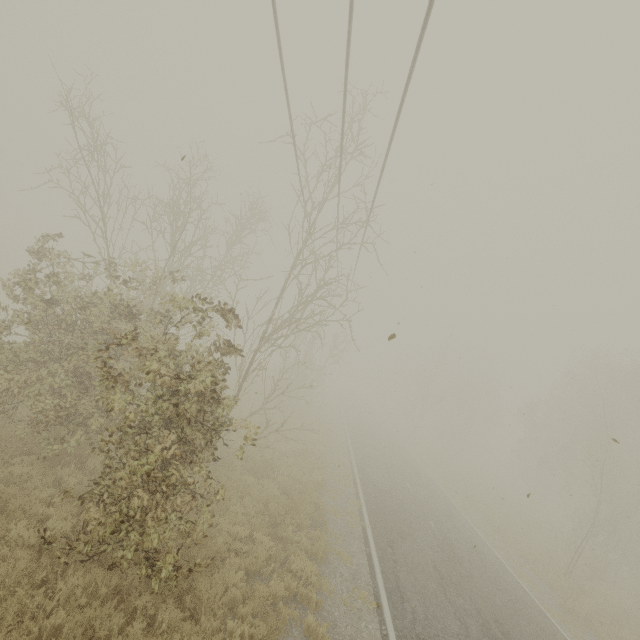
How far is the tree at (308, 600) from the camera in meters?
7.4 m

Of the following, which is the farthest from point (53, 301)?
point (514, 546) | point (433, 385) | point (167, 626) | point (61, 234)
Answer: point (433, 385)

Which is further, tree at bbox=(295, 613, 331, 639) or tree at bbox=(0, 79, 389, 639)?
tree at bbox=(295, 613, 331, 639)

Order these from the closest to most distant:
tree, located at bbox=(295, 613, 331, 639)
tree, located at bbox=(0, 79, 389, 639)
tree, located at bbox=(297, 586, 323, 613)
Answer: tree, located at bbox=(0, 79, 389, 639) → tree, located at bbox=(295, 613, 331, 639) → tree, located at bbox=(297, 586, 323, 613)

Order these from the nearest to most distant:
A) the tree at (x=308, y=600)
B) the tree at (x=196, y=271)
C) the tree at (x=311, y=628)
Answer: the tree at (x=196, y=271), the tree at (x=311, y=628), the tree at (x=308, y=600)

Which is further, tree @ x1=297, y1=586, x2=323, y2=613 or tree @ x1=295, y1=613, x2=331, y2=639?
tree @ x1=297, y1=586, x2=323, y2=613

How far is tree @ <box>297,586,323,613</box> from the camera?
7.43m
